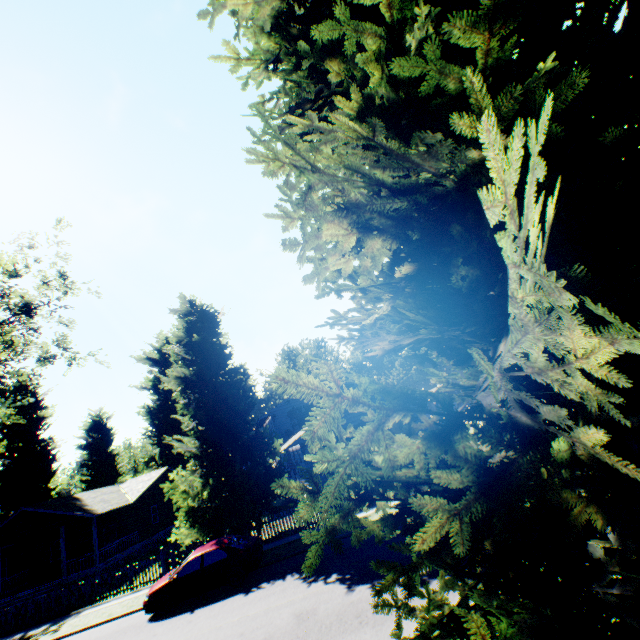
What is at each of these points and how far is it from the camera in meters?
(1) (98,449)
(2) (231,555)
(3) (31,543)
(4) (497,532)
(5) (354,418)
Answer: (1) plant, 42.5 m
(2) car, 13.5 m
(3) house, 28.7 m
(4) plant, 2.2 m
(5) house, 23.9 m

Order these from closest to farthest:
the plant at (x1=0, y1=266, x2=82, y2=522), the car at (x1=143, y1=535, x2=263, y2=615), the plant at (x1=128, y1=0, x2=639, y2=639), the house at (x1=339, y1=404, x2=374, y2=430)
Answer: the plant at (x1=128, y1=0, x2=639, y2=639), the plant at (x1=0, y1=266, x2=82, y2=522), the car at (x1=143, y1=535, x2=263, y2=615), the house at (x1=339, y1=404, x2=374, y2=430)

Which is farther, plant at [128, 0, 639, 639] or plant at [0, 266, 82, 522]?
plant at [0, 266, 82, 522]

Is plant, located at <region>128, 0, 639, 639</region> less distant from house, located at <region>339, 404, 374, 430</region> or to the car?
house, located at <region>339, 404, 374, 430</region>

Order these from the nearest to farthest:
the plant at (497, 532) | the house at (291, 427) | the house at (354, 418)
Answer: the plant at (497, 532)
the house at (291, 427)
the house at (354, 418)

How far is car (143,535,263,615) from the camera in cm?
1296

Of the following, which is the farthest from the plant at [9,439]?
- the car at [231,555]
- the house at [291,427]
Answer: the car at [231,555]
